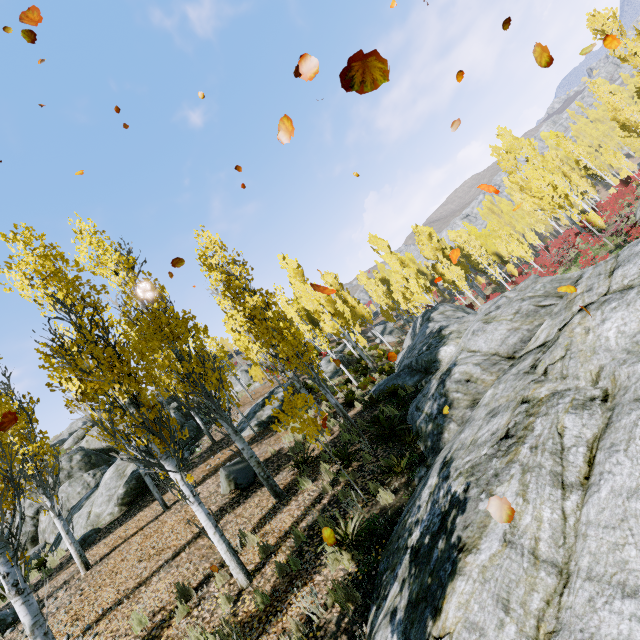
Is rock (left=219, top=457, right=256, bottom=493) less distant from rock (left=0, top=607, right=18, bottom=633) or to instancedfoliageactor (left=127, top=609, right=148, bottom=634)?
instancedfoliageactor (left=127, top=609, right=148, bottom=634)

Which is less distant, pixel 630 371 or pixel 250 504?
pixel 630 371

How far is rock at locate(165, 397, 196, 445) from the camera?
18.7 meters

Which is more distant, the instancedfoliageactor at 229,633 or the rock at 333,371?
the rock at 333,371

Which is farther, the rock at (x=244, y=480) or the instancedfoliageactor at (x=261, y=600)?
the rock at (x=244, y=480)

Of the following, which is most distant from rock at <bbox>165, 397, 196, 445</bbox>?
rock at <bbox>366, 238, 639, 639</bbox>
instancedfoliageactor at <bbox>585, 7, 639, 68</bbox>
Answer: rock at <bbox>366, 238, 639, 639</bbox>

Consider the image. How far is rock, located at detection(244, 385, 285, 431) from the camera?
16.0 meters

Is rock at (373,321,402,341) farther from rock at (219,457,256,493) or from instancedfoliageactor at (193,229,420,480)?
rock at (219,457,256,493)
